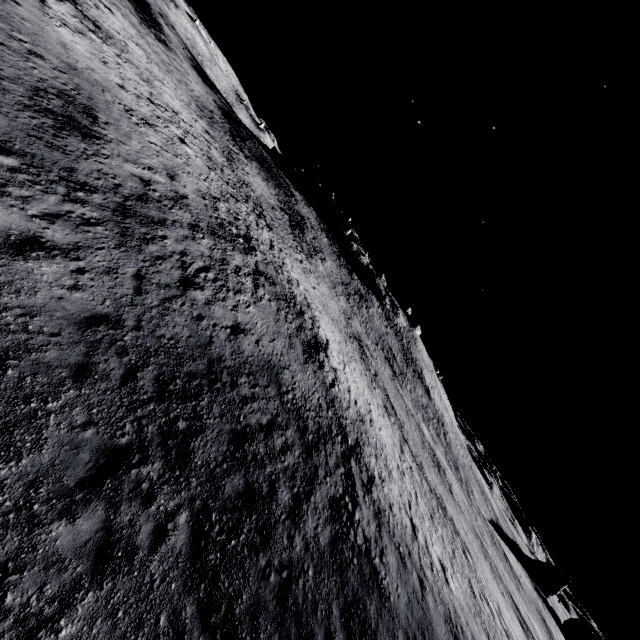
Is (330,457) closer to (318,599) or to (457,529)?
(318,599)
